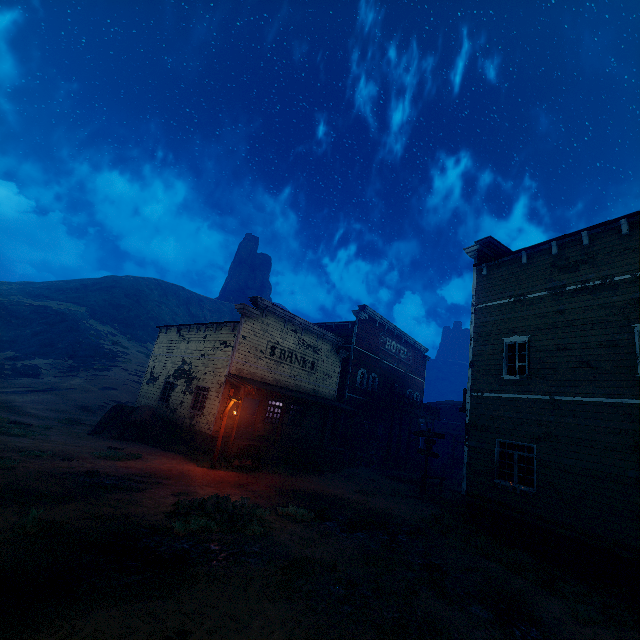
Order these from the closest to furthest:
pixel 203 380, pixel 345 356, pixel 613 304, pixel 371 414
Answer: pixel 613 304
pixel 203 380
pixel 345 356
pixel 371 414

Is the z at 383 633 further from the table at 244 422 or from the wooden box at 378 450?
the table at 244 422

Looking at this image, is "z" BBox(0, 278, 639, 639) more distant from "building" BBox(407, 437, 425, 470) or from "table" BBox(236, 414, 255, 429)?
"table" BBox(236, 414, 255, 429)

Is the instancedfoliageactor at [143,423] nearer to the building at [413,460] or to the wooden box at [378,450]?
the building at [413,460]

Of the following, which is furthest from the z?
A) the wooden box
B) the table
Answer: the table

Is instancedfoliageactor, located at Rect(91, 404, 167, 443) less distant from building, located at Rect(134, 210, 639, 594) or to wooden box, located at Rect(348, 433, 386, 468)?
building, located at Rect(134, 210, 639, 594)

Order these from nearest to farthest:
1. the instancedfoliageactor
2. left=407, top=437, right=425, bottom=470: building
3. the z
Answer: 1. the z
2. the instancedfoliageactor
3. left=407, top=437, right=425, bottom=470: building

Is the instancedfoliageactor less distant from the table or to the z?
the z
